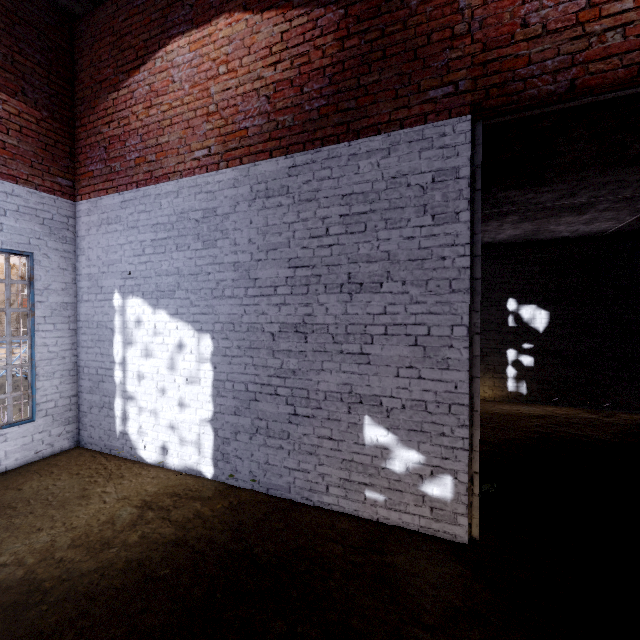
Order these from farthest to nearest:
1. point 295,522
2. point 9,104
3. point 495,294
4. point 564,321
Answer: point 495,294 → point 564,321 → point 9,104 → point 295,522
